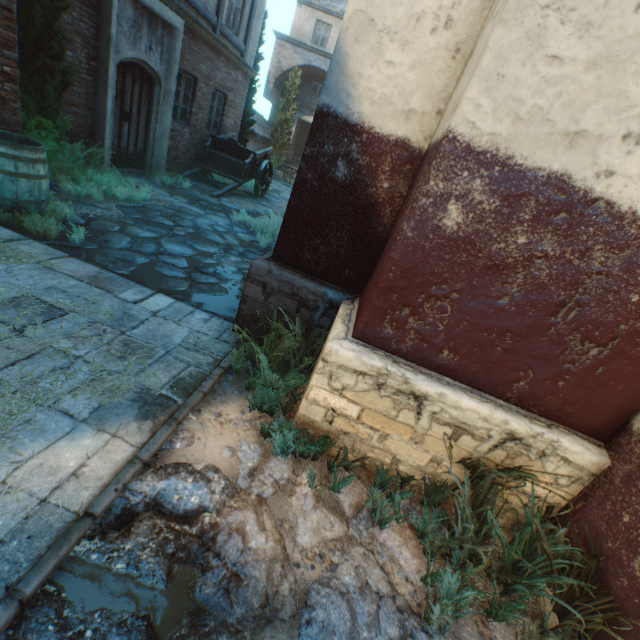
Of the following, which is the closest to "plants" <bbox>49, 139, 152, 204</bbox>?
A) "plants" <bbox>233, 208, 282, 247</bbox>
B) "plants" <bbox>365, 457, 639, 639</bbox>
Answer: "plants" <bbox>233, 208, 282, 247</bbox>

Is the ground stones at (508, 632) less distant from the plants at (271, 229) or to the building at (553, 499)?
the building at (553, 499)

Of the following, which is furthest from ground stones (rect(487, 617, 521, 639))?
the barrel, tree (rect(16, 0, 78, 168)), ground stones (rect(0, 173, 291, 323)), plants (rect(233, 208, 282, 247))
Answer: tree (rect(16, 0, 78, 168))

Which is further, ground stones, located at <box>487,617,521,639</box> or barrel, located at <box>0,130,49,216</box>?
barrel, located at <box>0,130,49,216</box>

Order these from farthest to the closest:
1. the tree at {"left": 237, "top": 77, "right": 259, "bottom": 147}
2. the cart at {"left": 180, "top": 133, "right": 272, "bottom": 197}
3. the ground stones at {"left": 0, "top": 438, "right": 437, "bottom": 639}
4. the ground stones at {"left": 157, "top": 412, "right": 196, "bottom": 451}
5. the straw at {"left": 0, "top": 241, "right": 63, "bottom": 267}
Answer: the tree at {"left": 237, "top": 77, "right": 259, "bottom": 147}, the cart at {"left": 180, "top": 133, "right": 272, "bottom": 197}, the straw at {"left": 0, "top": 241, "right": 63, "bottom": 267}, the ground stones at {"left": 157, "top": 412, "right": 196, "bottom": 451}, the ground stones at {"left": 0, "top": 438, "right": 437, "bottom": 639}

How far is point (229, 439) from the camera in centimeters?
246cm

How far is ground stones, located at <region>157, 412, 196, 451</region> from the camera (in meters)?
2.21

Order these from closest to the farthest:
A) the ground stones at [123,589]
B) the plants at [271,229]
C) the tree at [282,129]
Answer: the ground stones at [123,589] → the plants at [271,229] → the tree at [282,129]
